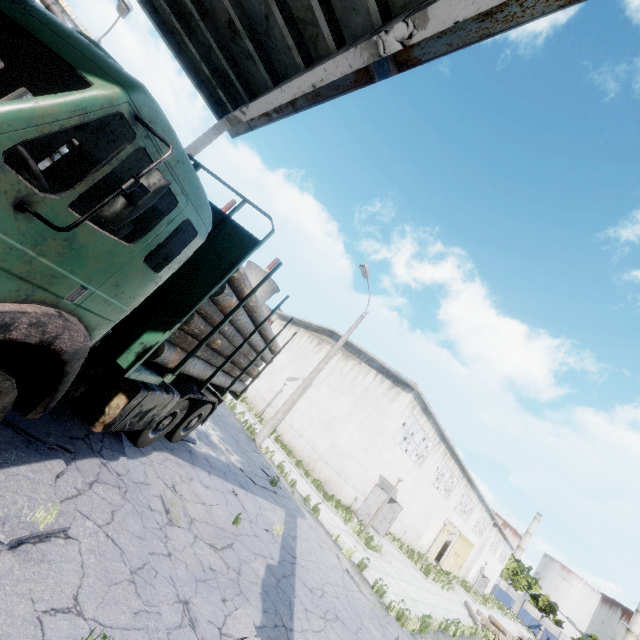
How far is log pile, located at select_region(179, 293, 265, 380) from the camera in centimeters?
543cm

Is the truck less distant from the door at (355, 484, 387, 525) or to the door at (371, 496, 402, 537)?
the door at (355, 484, 387, 525)

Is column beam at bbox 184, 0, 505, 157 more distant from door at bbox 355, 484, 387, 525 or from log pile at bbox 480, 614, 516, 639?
log pile at bbox 480, 614, 516, 639

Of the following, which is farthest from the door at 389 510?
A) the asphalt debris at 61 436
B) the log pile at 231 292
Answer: the asphalt debris at 61 436

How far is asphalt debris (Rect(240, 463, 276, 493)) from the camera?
10.3m

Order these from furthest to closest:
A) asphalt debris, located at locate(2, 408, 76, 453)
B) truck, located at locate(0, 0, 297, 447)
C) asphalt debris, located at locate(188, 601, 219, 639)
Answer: asphalt debris, located at locate(2, 408, 76, 453)
asphalt debris, located at locate(188, 601, 219, 639)
truck, located at locate(0, 0, 297, 447)

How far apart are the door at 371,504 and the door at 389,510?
2.1m

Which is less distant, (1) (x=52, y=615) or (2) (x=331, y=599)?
(1) (x=52, y=615)
